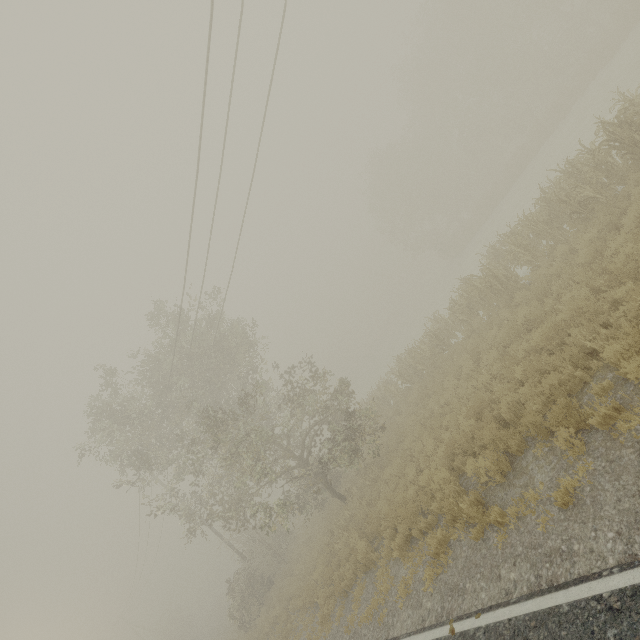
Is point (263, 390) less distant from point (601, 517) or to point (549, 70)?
point (601, 517)

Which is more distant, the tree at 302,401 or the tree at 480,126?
the tree at 480,126

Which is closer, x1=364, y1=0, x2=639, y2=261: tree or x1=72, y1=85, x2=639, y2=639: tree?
x1=72, y1=85, x2=639, y2=639: tree
